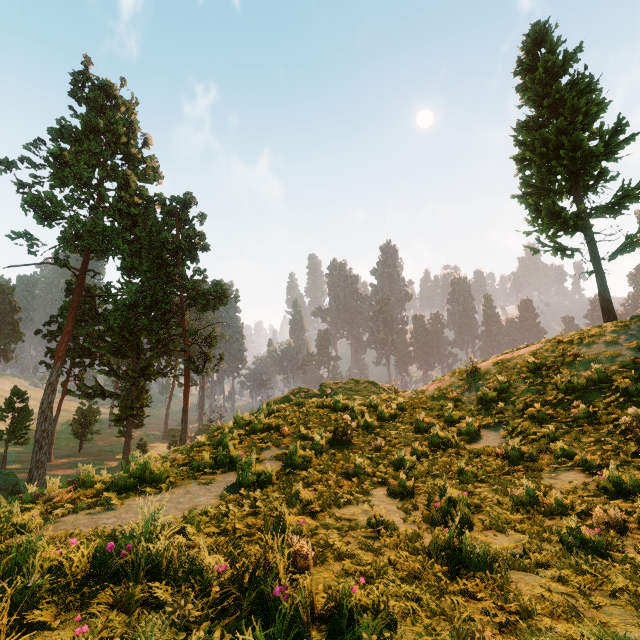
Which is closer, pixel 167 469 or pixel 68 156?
pixel 167 469

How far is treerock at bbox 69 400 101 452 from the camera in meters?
47.3 m

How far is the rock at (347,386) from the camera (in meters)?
14.01

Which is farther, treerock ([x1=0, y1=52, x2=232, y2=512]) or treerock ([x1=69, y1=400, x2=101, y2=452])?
treerock ([x1=69, y1=400, x2=101, y2=452])

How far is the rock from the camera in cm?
1401

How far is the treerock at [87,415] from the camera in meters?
47.3 m

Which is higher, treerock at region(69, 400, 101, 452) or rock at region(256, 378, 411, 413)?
rock at region(256, 378, 411, 413)

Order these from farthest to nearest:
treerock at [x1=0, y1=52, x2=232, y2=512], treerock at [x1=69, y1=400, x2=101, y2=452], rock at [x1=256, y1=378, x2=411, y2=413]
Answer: treerock at [x1=69, y1=400, x2=101, y2=452] → treerock at [x1=0, y1=52, x2=232, y2=512] → rock at [x1=256, y1=378, x2=411, y2=413]
